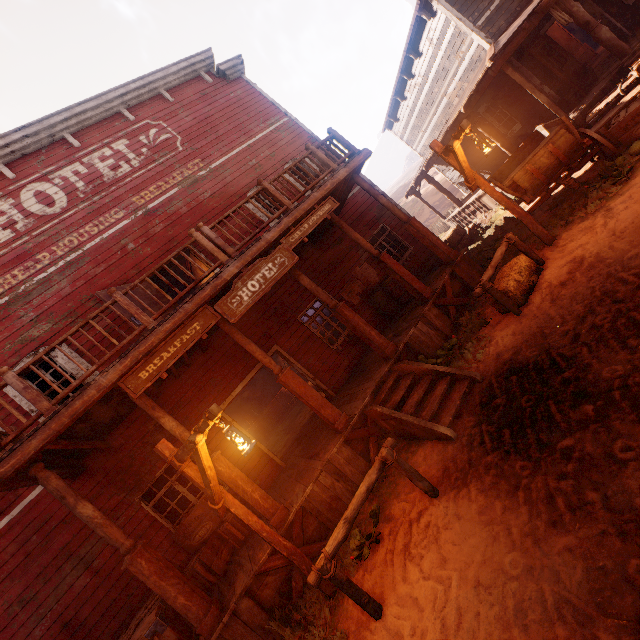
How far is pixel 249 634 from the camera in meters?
4.8

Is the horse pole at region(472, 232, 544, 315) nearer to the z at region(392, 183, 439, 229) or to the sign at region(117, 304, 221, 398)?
the sign at region(117, 304, 221, 398)

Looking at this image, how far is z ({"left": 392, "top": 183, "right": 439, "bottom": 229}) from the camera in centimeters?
3319cm

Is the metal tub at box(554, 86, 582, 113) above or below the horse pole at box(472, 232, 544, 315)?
above

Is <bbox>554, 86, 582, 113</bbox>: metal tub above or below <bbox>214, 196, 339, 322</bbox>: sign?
below

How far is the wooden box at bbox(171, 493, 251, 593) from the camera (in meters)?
6.14

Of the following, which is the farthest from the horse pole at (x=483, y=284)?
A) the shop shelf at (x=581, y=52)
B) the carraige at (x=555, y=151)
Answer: the shop shelf at (x=581, y=52)

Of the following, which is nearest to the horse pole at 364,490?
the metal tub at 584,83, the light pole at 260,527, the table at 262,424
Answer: the light pole at 260,527
